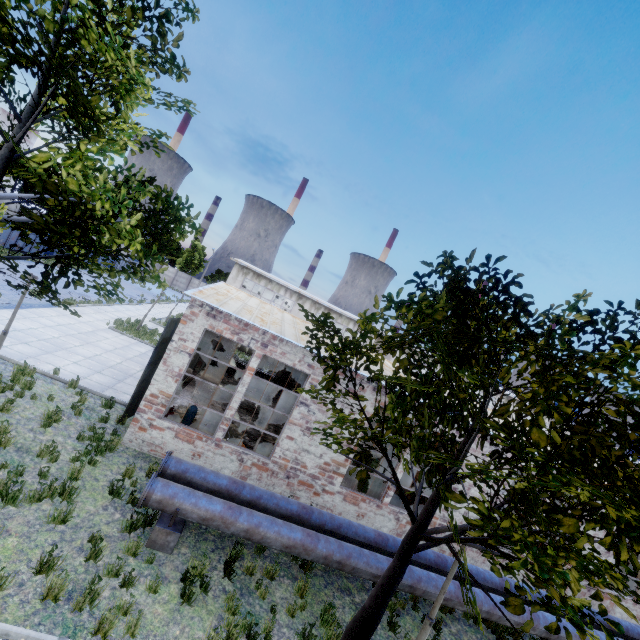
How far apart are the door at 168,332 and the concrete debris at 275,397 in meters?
8.1 m

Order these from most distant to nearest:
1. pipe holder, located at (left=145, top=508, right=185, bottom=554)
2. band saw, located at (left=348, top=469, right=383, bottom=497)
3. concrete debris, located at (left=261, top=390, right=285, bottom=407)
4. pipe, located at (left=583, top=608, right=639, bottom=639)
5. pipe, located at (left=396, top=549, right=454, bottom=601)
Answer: concrete debris, located at (left=261, top=390, right=285, bottom=407)
band saw, located at (left=348, top=469, right=383, bottom=497)
pipe, located at (left=583, top=608, right=639, bottom=639)
pipe, located at (left=396, top=549, right=454, bottom=601)
pipe holder, located at (left=145, top=508, right=185, bottom=554)

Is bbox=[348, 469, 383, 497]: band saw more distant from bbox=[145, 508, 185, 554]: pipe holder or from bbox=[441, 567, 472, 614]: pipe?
bbox=[145, 508, 185, 554]: pipe holder

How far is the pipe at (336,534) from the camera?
7.01m

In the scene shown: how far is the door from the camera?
10.6 meters

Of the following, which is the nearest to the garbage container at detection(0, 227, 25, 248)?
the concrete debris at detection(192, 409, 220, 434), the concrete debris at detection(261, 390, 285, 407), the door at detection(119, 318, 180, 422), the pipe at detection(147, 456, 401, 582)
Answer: the door at detection(119, 318, 180, 422)

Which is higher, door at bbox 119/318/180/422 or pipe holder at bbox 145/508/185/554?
door at bbox 119/318/180/422

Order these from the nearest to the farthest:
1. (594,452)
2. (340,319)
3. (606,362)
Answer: (606,362) < (594,452) < (340,319)
